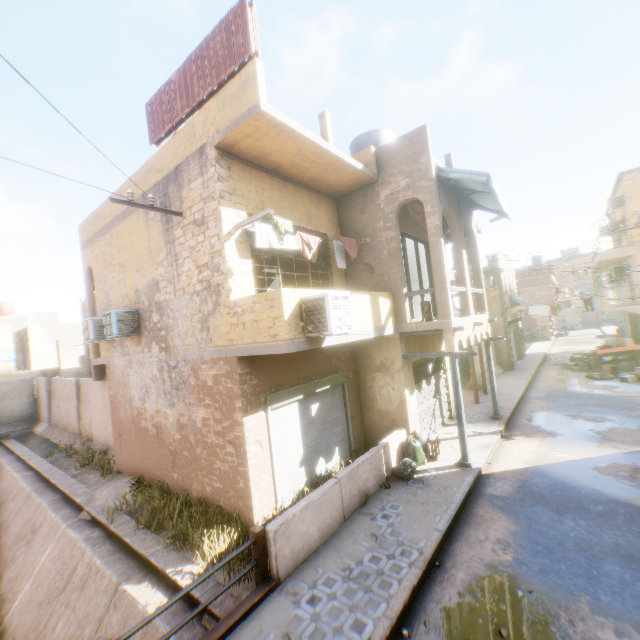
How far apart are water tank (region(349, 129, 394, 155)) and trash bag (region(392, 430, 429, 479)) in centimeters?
827cm

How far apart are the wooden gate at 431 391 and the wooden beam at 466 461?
0.60m

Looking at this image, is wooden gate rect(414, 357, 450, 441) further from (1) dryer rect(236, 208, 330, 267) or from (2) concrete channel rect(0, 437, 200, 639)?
Result: (2) concrete channel rect(0, 437, 200, 639)

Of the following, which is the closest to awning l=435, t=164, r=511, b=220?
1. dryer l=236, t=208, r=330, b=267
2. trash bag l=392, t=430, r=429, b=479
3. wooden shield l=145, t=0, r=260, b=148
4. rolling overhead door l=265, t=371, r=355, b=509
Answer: rolling overhead door l=265, t=371, r=355, b=509

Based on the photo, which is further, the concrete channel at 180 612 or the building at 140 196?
the building at 140 196

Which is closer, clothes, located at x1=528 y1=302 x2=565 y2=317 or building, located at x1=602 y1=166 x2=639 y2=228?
building, located at x1=602 y1=166 x2=639 y2=228

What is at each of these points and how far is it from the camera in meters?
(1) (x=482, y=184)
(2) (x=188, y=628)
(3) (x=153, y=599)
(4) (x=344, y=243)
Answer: (1) awning, 9.4 m
(2) concrete channel, 5.6 m
(3) concrete channel, 6.3 m
(4) dryer, 9.0 m

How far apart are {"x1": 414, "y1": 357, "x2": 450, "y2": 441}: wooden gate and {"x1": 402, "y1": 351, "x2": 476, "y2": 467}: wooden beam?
0.6m
